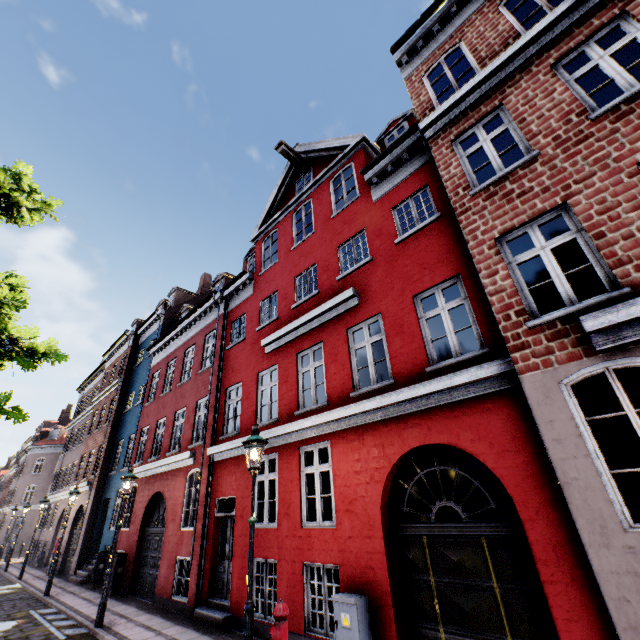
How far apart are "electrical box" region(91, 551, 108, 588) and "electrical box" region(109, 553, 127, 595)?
2.09m

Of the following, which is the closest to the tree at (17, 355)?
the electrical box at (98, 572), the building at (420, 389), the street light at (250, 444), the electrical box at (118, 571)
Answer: the building at (420, 389)

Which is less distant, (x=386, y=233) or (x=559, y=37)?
(x=559, y=37)

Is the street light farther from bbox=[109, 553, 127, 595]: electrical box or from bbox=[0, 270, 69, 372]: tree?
bbox=[109, 553, 127, 595]: electrical box

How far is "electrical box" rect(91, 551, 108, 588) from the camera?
13.7m

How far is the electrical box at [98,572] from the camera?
13.7m

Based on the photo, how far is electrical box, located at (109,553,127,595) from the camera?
12.2 meters

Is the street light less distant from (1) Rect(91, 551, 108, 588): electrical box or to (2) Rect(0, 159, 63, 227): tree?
(2) Rect(0, 159, 63, 227): tree
